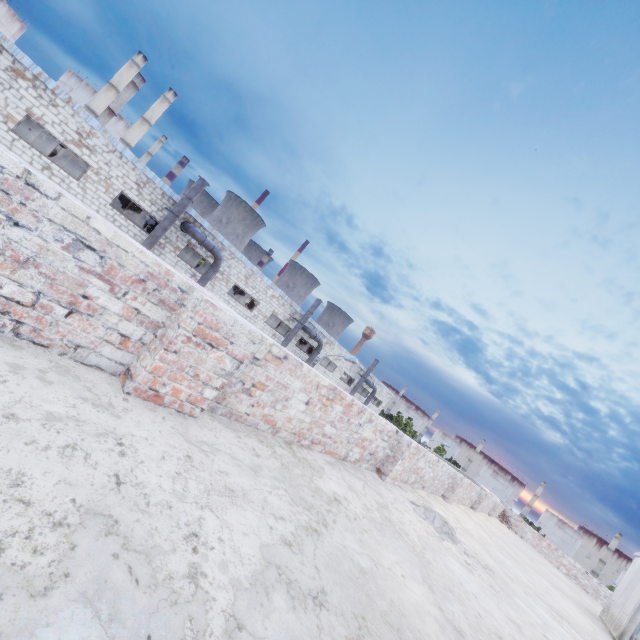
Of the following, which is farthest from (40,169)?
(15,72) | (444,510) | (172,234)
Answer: (444,510)

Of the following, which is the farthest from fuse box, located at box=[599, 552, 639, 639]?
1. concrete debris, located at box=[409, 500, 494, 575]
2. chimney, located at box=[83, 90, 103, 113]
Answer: chimney, located at box=[83, 90, 103, 113]

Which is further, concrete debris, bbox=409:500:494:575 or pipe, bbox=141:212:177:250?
pipe, bbox=141:212:177:250

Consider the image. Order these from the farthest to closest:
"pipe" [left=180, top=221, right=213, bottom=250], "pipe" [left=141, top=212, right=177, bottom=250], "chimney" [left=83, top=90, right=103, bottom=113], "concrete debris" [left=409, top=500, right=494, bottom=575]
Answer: "chimney" [left=83, top=90, right=103, bottom=113]
"pipe" [left=180, top=221, right=213, bottom=250]
"pipe" [left=141, top=212, right=177, bottom=250]
"concrete debris" [left=409, top=500, right=494, bottom=575]

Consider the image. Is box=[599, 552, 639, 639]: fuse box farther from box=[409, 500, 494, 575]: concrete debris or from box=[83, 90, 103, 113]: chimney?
box=[83, 90, 103, 113]: chimney

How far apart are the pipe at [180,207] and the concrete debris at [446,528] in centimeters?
1878cm

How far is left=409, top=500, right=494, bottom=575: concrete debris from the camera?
4.7 meters

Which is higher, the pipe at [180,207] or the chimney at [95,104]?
the chimney at [95,104]
